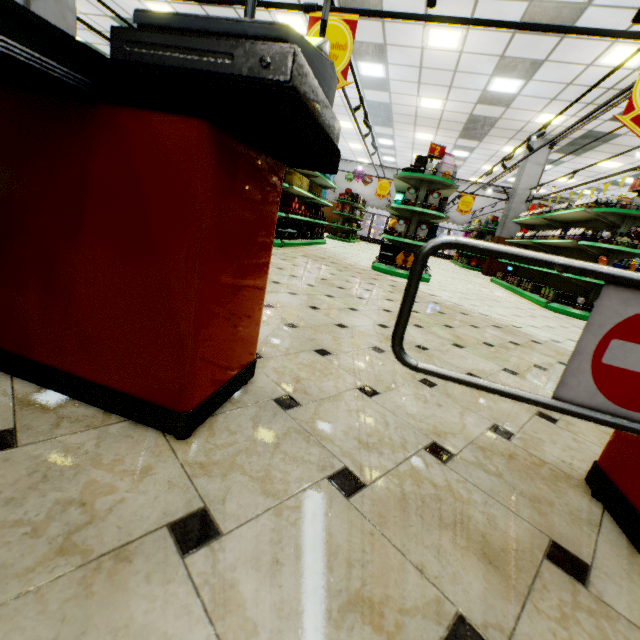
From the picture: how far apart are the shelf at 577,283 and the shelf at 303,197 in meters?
5.5

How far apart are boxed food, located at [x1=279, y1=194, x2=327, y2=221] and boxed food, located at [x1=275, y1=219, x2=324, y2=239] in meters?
0.2 m

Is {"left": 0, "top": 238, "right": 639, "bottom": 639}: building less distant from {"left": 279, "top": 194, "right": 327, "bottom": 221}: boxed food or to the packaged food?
{"left": 279, "top": 194, "right": 327, "bottom": 221}: boxed food

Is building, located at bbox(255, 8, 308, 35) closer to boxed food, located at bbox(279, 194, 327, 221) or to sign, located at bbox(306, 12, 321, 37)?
boxed food, located at bbox(279, 194, 327, 221)

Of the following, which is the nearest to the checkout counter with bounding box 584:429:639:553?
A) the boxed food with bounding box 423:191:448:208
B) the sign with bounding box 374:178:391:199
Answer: the boxed food with bounding box 423:191:448:208

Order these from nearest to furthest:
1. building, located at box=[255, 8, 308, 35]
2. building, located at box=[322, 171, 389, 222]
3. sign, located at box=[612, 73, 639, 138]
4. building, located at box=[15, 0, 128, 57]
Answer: sign, located at box=[612, 73, 639, 138] < building, located at box=[15, 0, 128, 57] < building, located at box=[255, 8, 308, 35] < building, located at box=[322, 171, 389, 222]

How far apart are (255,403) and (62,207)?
0.9 meters

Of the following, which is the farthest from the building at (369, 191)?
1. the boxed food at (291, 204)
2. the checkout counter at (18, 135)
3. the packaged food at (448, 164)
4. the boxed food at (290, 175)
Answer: the packaged food at (448, 164)
